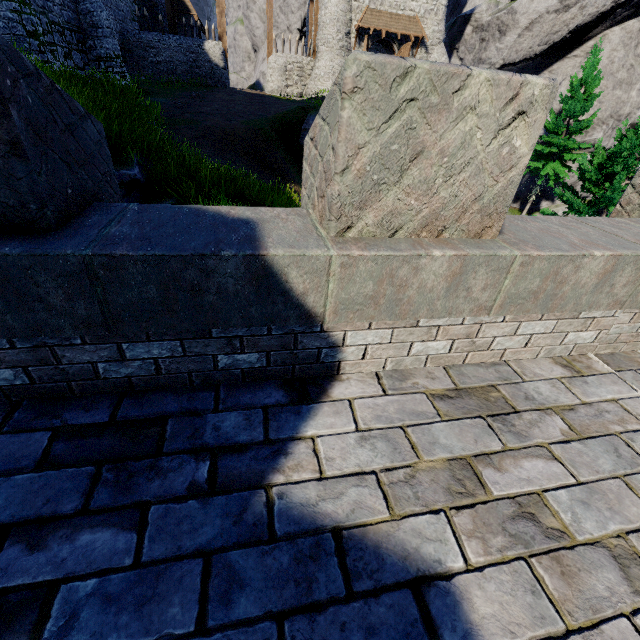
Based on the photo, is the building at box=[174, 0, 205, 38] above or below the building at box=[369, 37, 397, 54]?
above

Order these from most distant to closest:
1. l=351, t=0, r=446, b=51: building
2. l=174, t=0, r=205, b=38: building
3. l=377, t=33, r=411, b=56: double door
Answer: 1. l=174, t=0, r=205, b=38: building
2. l=377, t=33, r=411, b=56: double door
3. l=351, t=0, r=446, b=51: building

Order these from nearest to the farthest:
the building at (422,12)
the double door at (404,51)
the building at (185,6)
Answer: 1. the building at (422,12)
2. the double door at (404,51)
3. the building at (185,6)

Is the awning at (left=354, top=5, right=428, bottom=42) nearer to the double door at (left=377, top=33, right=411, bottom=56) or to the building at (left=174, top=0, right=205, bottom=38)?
the double door at (left=377, top=33, right=411, bottom=56)

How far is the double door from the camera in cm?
2608

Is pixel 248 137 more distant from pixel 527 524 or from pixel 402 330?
pixel 527 524

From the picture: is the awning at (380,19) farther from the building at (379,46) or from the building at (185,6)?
the building at (185,6)

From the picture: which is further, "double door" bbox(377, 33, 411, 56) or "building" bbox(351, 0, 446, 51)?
"double door" bbox(377, 33, 411, 56)
